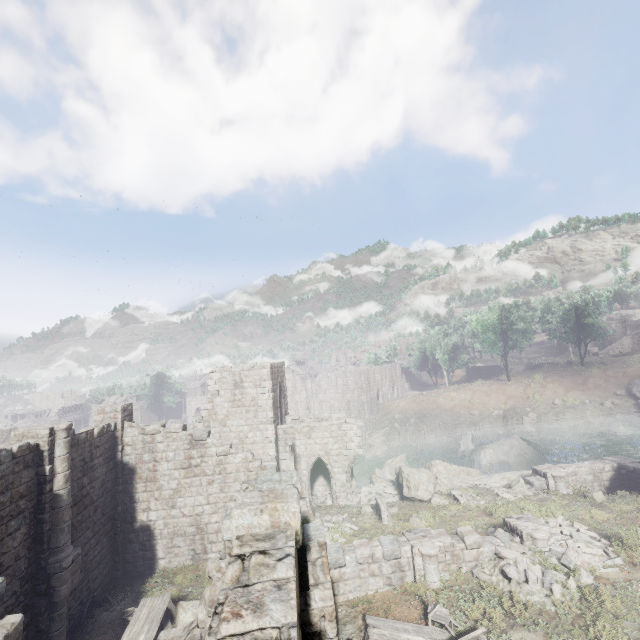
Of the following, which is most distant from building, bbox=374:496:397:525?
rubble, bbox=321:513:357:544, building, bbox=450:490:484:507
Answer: building, bbox=450:490:484:507

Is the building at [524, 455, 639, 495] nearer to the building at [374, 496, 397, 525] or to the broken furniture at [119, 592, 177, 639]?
the building at [374, 496, 397, 525]

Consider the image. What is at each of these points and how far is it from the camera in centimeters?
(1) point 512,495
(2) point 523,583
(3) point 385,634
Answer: (1) rubble, 1825cm
(2) rubble, 1134cm
(3) broken furniture, 966cm

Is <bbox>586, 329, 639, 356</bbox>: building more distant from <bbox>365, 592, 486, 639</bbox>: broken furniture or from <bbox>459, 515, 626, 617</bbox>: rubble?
<bbox>365, 592, 486, 639</bbox>: broken furniture

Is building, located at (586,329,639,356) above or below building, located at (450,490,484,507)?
above

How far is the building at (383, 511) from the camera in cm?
1741

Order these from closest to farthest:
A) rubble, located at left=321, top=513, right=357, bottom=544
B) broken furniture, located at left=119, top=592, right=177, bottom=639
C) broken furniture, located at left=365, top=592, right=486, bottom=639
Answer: broken furniture, located at left=365, top=592, right=486, bottom=639
broken furniture, located at left=119, top=592, right=177, bottom=639
rubble, located at left=321, top=513, right=357, bottom=544

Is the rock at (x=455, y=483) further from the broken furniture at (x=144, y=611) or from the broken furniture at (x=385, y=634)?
the broken furniture at (x=144, y=611)
